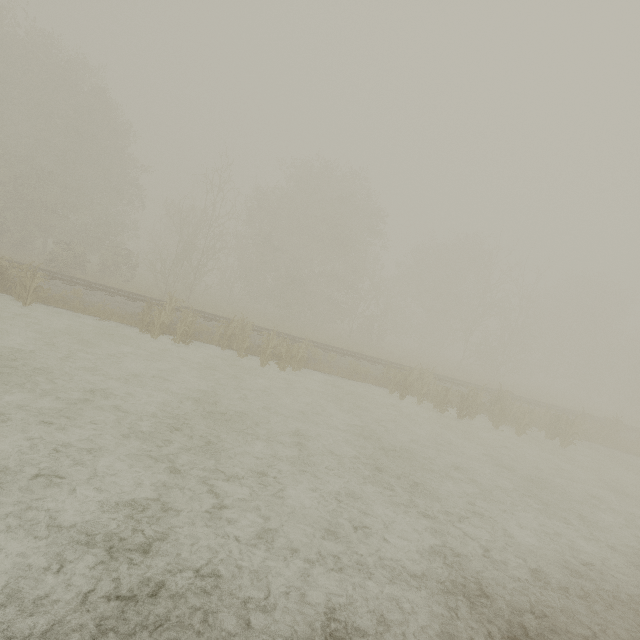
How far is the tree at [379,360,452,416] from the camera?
15.6 meters

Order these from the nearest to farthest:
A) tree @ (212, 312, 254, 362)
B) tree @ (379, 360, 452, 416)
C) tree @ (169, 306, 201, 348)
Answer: tree @ (169, 306, 201, 348) → tree @ (212, 312, 254, 362) → tree @ (379, 360, 452, 416)

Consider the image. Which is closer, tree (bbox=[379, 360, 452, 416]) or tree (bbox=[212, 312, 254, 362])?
tree (bbox=[212, 312, 254, 362])

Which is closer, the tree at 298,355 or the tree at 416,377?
the tree at 298,355

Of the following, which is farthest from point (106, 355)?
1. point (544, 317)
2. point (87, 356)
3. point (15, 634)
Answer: point (544, 317)

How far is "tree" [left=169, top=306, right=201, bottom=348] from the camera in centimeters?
1394cm

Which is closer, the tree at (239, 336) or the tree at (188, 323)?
the tree at (188, 323)
